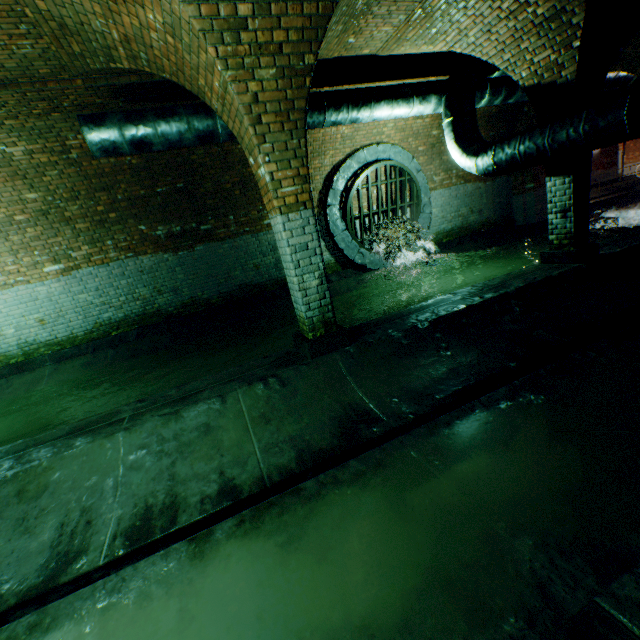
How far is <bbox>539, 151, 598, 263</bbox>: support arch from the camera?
5.31m

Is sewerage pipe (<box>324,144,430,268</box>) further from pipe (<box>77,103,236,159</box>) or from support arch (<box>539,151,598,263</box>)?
support arch (<box>539,151,598,263</box>)

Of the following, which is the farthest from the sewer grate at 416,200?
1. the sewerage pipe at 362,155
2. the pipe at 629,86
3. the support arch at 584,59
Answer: the support arch at 584,59

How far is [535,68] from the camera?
5.0 meters

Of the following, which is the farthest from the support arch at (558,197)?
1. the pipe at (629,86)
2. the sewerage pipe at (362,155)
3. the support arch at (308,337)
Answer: the sewerage pipe at (362,155)

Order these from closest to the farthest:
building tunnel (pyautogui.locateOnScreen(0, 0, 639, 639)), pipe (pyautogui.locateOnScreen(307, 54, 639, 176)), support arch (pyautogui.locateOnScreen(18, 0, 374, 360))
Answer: building tunnel (pyautogui.locateOnScreen(0, 0, 639, 639)) → support arch (pyautogui.locateOnScreen(18, 0, 374, 360)) → pipe (pyautogui.locateOnScreen(307, 54, 639, 176))

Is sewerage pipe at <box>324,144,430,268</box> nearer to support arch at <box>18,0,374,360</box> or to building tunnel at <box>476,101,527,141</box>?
building tunnel at <box>476,101,527,141</box>

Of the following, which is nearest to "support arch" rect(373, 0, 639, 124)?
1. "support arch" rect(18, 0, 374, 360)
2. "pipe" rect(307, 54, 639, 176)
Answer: "pipe" rect(307, 54, 639, 176)
